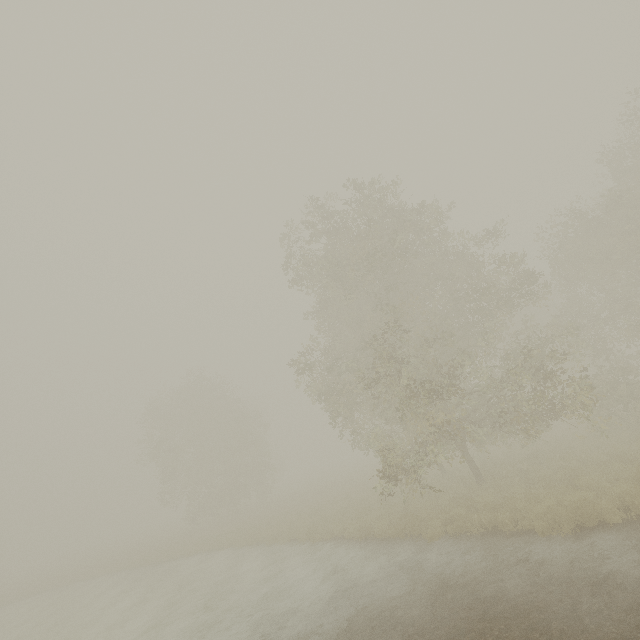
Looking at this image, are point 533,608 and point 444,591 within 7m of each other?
yes
